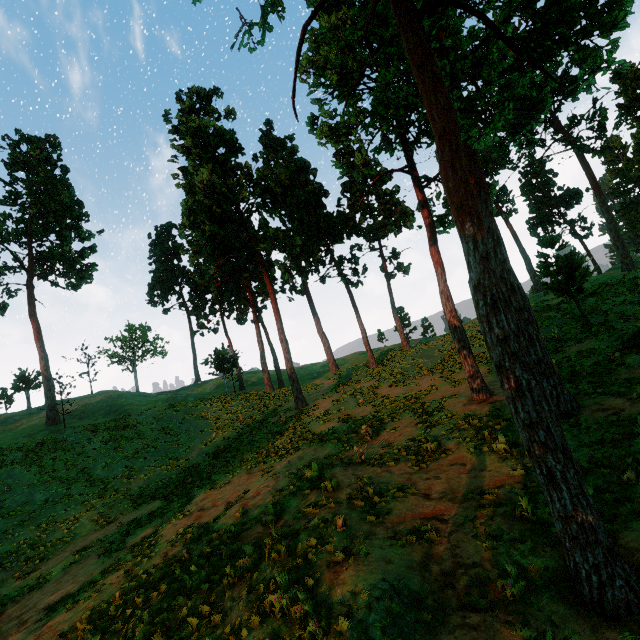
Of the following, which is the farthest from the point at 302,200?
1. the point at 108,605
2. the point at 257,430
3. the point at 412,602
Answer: the point at 412,602

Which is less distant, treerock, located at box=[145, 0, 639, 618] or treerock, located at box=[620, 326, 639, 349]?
A: treerock, located at box=[145, 0, 639, 618]

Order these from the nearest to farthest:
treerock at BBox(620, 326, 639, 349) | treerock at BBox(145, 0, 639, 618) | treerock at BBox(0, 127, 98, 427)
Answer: treerock at BBox(145, 0, 639, 618) → treerock at BBox(620, 326, 639, 349) → treerock at BBox(0, 127, 98, 427)

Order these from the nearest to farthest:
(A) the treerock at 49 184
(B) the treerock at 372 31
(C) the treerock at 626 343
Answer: (B) the treerock at 372 31 → (C) the treerock at 626 343 → (A) the treerock at 49 184

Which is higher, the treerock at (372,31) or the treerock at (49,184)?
the treerock at (49,184)

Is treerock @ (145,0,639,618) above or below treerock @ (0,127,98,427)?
below
